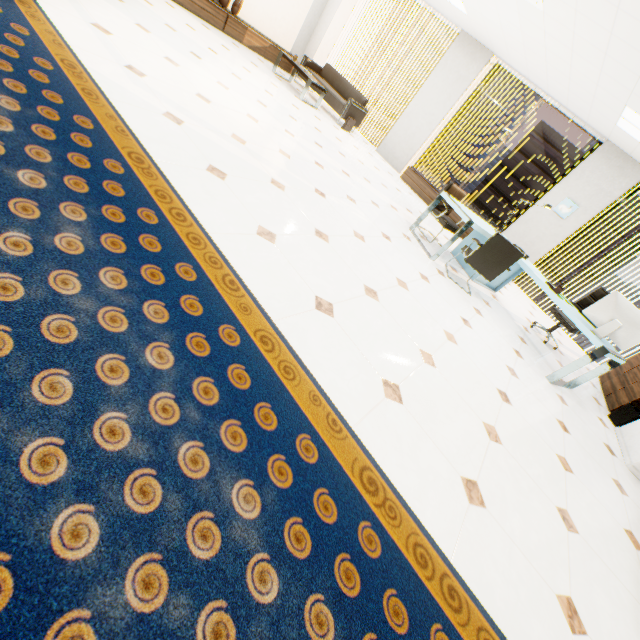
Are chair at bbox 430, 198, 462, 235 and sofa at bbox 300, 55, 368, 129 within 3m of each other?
no

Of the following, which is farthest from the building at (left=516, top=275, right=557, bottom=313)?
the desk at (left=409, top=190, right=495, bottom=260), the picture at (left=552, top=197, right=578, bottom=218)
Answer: the desk at (left=409, top=190, right=495, bottom=260)

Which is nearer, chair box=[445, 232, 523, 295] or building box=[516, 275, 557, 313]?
chair box=[445, 232, 523, 295]

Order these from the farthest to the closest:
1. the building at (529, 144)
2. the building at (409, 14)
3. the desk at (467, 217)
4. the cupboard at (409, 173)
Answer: the building at (409, 14), the building at (529, 144), the cupboard at (409, 173), the desk at (467, 217)

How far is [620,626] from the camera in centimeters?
193cm

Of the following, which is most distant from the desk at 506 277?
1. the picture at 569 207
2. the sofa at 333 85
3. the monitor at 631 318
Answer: the sofa at 333 85

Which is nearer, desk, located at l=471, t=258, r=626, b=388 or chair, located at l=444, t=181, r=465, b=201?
desk, located at l=471, t=258, r=626, b=388

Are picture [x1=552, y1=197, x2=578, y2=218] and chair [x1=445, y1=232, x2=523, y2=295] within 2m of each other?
no
